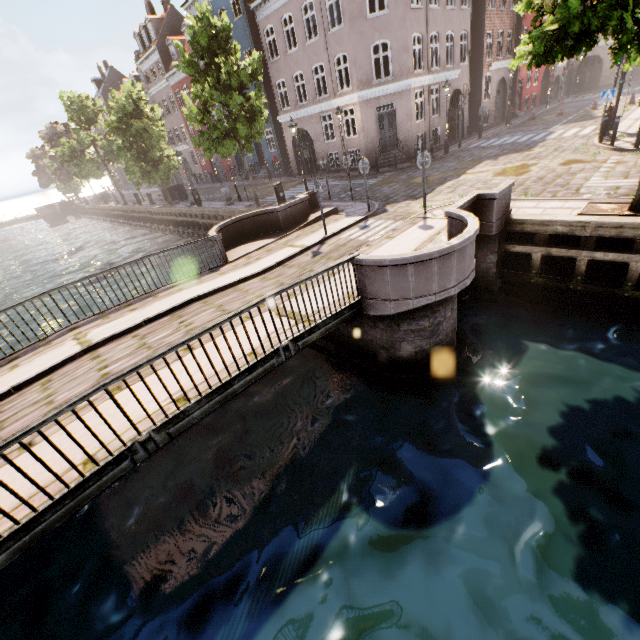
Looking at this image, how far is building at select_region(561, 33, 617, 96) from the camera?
35.4m

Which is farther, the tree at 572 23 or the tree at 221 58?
the tree at 221 58

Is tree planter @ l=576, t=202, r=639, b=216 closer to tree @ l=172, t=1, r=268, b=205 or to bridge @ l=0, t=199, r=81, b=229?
tree @ l=172, t=1, r=268, b=205

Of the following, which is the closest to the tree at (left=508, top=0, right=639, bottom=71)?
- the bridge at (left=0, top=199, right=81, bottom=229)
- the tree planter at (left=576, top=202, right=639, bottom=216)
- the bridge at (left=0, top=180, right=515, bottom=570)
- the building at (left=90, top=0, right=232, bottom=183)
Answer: the tree planter at (left=576, top=202, right=639, bottom=216)

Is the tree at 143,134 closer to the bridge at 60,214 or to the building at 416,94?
the bridge at 60,214

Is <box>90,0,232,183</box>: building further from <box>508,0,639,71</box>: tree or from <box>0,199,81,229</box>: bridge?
<box>0,199,81,229</box>: bridge

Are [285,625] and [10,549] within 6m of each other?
yes
